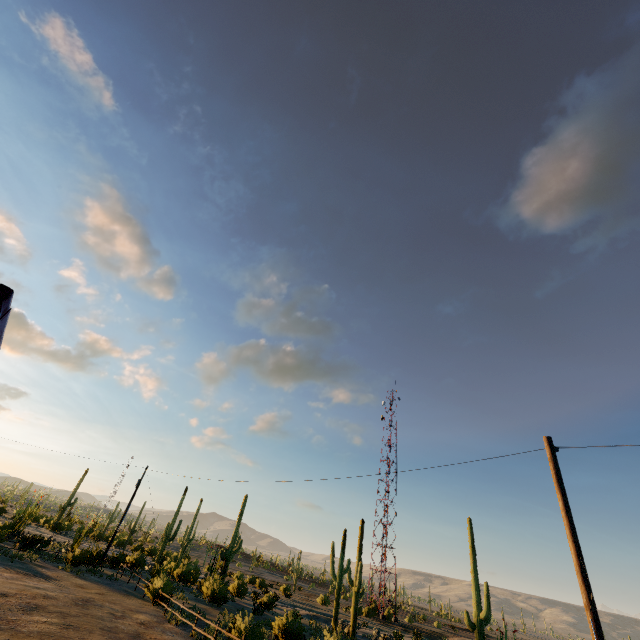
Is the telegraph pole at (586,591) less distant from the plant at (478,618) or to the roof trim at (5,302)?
the plant at (478,618)

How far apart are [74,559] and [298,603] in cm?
4208

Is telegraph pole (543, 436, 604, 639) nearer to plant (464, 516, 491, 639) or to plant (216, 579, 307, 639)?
plant (464, 516, 491, 639)

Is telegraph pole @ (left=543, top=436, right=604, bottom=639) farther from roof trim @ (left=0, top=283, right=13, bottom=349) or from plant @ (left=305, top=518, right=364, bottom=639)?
plant @ (left=305, top=518, right=364, bottom=639)

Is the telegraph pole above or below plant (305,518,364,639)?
above

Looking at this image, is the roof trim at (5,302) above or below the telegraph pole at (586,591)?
above

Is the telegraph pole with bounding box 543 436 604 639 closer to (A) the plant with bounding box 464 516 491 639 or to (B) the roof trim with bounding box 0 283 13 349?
(A) the plant with bounding box 464 516 491 639

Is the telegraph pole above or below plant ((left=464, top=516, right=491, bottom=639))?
above
